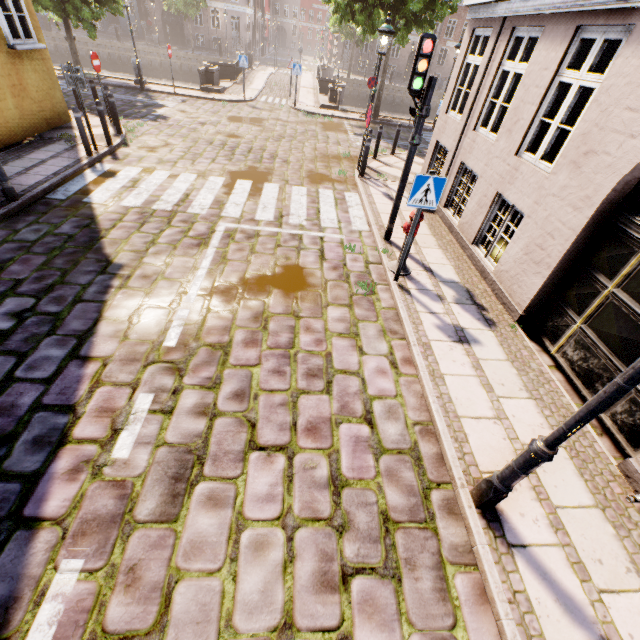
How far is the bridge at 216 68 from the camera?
18.6m

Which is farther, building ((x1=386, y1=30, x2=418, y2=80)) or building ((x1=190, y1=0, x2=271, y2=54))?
building ((x1=386, y1=30, x2=418, y2=80))

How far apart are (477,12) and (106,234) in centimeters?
956cm

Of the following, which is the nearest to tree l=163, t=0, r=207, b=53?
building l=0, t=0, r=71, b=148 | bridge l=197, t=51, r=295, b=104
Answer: bridge l=197, t=51, r=295, b=104

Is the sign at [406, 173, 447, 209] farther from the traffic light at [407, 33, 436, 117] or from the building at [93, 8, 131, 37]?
the building at [93, 8, 131, 37]

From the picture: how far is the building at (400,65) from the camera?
39.88m

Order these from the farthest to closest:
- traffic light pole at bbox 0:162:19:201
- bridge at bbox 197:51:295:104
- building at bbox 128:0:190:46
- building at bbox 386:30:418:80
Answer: building at bbox 386:30:418:80
building at bbox 128:0:190:46
bridge at bbox 197:51:295:104
traffic light pole at bbox 0:162:19:201
